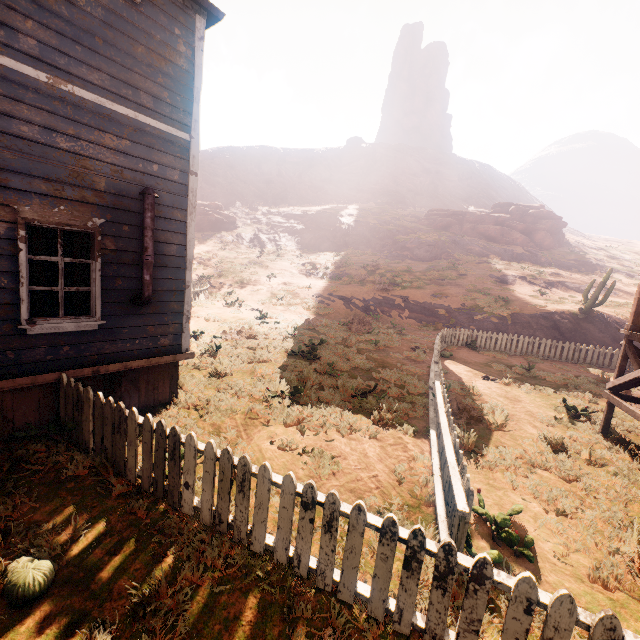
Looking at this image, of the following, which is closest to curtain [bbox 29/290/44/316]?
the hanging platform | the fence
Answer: the fence

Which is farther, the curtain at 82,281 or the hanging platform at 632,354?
the hanging platform at 632,354

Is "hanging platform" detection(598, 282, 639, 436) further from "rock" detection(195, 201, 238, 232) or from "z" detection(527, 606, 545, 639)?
"rock" detection(195, 201, 238, 232)

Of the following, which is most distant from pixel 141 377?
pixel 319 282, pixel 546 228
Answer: pixel 546 228

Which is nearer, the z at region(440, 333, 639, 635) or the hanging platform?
→ the z at region(440, 333, 639, 635)

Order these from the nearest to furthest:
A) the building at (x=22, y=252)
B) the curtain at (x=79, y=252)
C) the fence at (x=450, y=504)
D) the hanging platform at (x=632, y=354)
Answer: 1. the fence at (x=450, y=504)
2. the building at (x=22, y=252)
3. the curtain at (x=79, y=252)
4. the hanging platform at (x=632, y=354)

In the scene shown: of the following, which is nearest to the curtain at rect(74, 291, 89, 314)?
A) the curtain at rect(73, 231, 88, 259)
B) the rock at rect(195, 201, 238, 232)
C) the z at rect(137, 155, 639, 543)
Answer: the curtain at rect(73, 231, 88, 259)

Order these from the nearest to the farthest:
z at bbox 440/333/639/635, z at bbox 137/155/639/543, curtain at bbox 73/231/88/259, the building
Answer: z at bbox 440/333/639/635 < the building < curtain at bbox 73/231/88/259 < z at bbox 137/155/639/543
